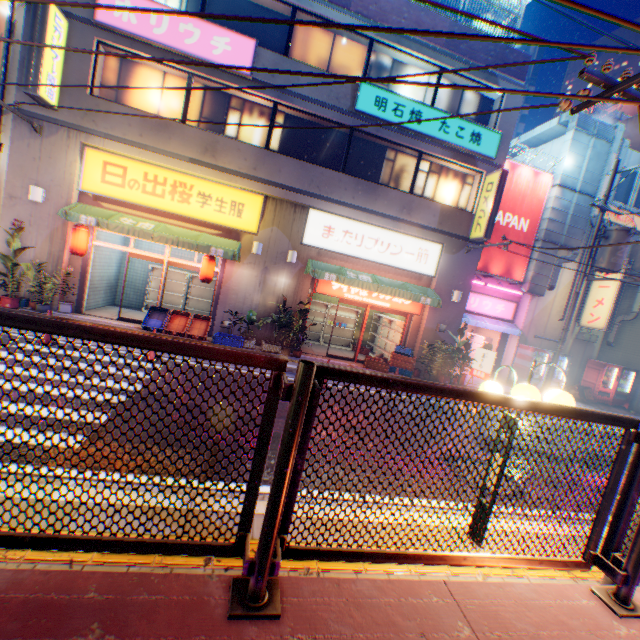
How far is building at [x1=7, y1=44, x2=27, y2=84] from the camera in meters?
9.3

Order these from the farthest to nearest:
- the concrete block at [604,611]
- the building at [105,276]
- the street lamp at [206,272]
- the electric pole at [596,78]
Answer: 1. the building at [105,276]
2. the street lamp at [206,272]
3. the electric pole at [596,78]
4. the concrete block at [604,611]

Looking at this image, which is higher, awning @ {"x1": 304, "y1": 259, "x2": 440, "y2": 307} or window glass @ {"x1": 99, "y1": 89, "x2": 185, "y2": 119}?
window glass @ {"x1": 99, "y1": 89, "x2": 185, "y2": 119}

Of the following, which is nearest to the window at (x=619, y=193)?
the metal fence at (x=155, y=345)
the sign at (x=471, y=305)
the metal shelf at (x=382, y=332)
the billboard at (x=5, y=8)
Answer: the metal fence at (x=155, y=345)

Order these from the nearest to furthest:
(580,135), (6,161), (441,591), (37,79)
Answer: (441,591) → (37,79) → (6,161) → (580,135)

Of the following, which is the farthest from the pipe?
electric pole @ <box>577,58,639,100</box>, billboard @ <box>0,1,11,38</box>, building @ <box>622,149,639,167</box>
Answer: billboard @ <box>0,1,11,38</box>

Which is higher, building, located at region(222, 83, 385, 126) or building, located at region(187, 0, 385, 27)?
building, located at region(187, 0, 385, 27)

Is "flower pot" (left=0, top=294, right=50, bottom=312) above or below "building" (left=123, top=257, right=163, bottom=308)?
below
